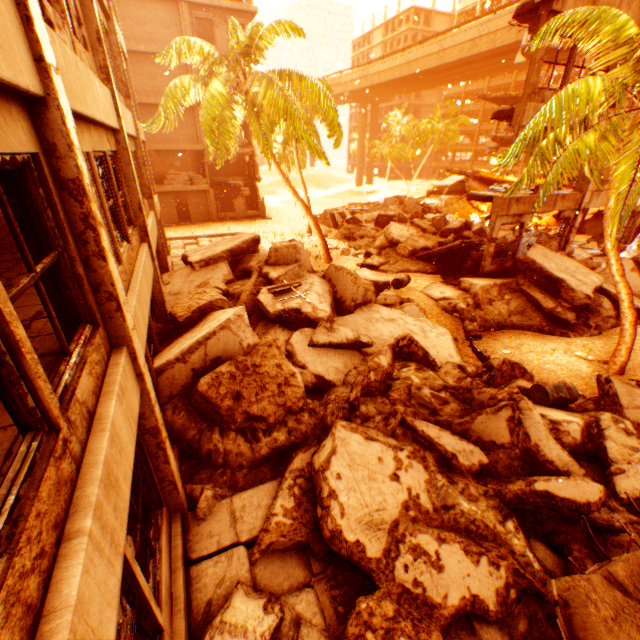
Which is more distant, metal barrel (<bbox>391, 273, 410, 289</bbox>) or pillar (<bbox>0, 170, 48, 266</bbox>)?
metal barrel (<bbox>391, 273, 410, 289</bbox>)

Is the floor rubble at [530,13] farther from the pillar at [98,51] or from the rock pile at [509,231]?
the pillar at [98,51]

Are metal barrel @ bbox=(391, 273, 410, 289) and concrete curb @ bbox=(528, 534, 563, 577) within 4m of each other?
no

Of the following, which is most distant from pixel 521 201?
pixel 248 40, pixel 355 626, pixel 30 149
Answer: pixel 30 149

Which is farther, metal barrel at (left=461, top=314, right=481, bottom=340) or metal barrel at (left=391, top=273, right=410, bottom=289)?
metal barrel at (left=391, top=273, right=410, bottom=289)

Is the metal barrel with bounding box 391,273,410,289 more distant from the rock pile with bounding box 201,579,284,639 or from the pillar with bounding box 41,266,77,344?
the pillar with bounding box 41,266,77,344

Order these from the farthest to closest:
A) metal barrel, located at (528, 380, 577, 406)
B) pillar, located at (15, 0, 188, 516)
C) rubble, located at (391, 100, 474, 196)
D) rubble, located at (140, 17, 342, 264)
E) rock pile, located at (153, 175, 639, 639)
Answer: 1. rubble, located at (391, 100, 474, 196)
2. rubble, located at (140, 17, 342, 264)
3. metal barrel, located at (528, 380, 577, 406)
4. rock pile, located at (153, 175, 639, 639)
5. pillar, located at (15, 0, 188, 516)

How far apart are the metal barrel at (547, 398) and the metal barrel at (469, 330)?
3.8 meters
